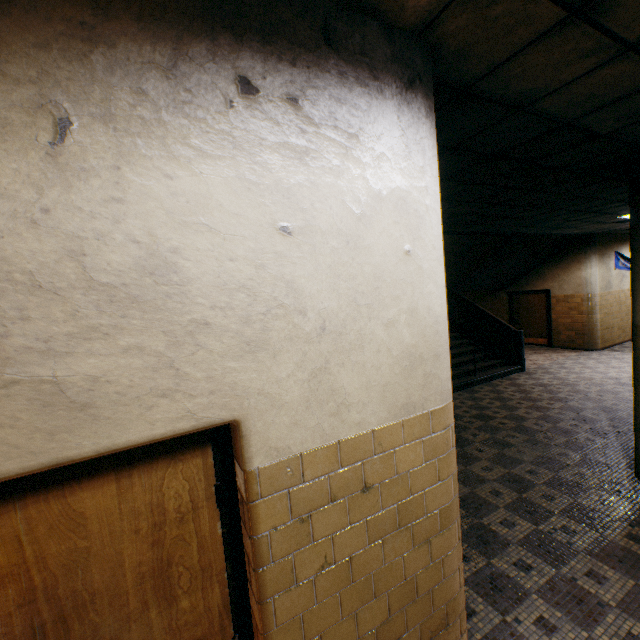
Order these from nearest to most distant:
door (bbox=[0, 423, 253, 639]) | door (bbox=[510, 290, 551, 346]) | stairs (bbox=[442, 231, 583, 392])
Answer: door (bbox=[0, 423, 253, 639]) → stairs (bbox=[442, 231, 583, 392]) → door (bbox=[510, 290, 551, 346])

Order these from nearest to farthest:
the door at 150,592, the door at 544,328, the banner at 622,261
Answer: the door at 150,592 → the banner at 622,261 → the door at 544,328

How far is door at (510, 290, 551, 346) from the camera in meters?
12.3 m

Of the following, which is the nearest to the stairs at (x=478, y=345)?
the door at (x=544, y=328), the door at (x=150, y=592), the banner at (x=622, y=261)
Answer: the door at (x=544, y=328)

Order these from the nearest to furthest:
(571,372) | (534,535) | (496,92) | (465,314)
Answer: (496,92)
(534,535)
(571,372)
(465,314)

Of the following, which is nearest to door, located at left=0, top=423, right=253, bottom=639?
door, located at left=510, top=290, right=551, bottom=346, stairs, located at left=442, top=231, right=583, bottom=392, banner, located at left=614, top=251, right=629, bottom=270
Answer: stairs, located at left=442, top=231, right=583, bottom=392

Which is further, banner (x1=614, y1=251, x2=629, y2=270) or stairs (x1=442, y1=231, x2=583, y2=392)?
banner (x1=614, y1=251, x2=629, y2=270)
